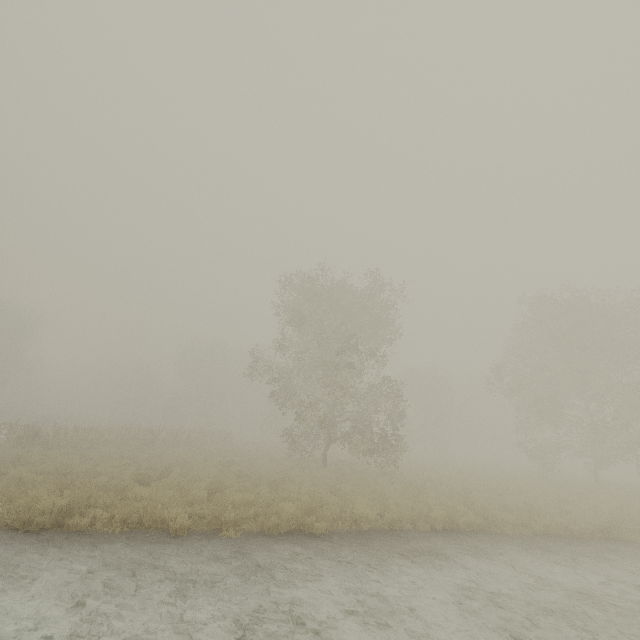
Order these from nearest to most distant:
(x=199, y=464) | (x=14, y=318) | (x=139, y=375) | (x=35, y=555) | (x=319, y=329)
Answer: (x=35, y=555)
(x=199, y=464)
(x=319, y=329)
(x=14, y=318)
(x=139, y=375)
